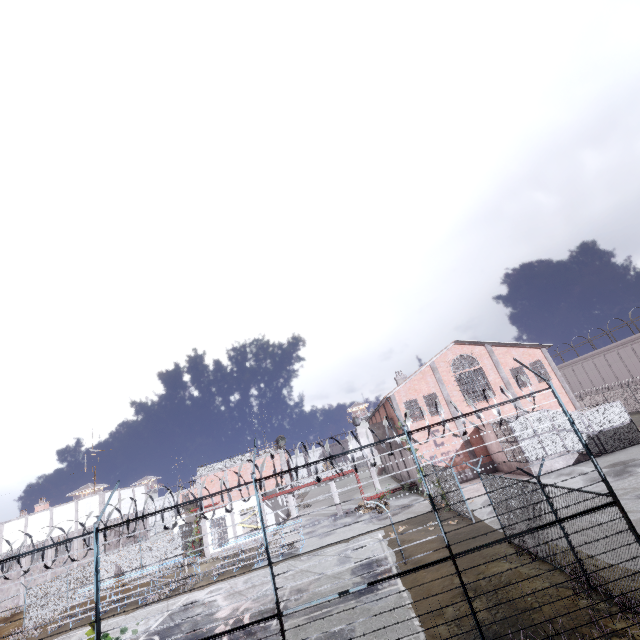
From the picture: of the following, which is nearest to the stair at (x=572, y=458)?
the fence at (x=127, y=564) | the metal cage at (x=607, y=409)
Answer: the metal cage at (x=607, y=409)

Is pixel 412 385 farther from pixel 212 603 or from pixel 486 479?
pixel 212 603

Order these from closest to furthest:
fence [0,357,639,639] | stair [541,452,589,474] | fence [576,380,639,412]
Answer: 1. fence [0,357,639,639]
2. stair [541,452,589,474]
3. fence [576,380,639,412]

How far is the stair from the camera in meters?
22.8

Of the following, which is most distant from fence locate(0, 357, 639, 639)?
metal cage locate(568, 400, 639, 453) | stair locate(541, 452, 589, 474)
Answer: stair locate(541, 452, 589, 474)
